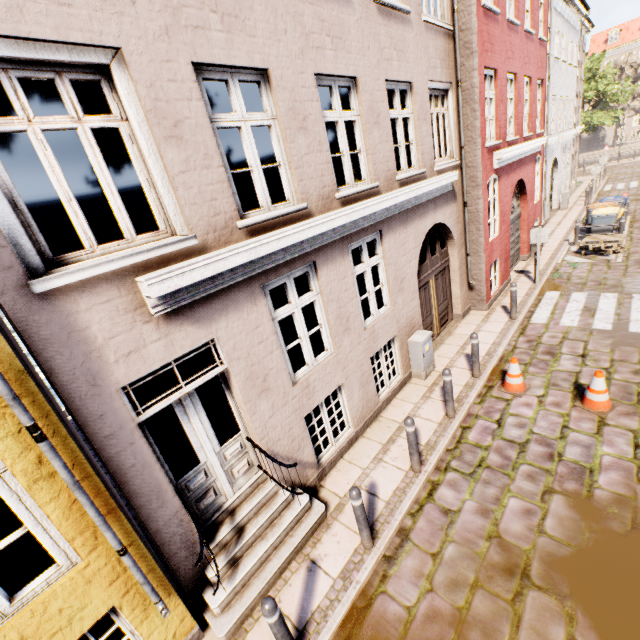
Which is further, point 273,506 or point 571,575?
point 273,506

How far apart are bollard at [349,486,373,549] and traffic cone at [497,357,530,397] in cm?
421

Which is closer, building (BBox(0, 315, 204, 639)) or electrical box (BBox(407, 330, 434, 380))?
building (BBox(0, 315, 204, 639))

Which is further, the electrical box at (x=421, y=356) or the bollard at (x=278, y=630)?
the electrical box at (x=421, y=356)

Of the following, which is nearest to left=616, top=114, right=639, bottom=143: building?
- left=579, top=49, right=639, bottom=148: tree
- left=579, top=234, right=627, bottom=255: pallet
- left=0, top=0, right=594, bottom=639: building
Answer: left=579, top=49, right=639, bottom=148: tree

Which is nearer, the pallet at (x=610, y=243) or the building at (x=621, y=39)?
the pallet at (x=610, y=243)

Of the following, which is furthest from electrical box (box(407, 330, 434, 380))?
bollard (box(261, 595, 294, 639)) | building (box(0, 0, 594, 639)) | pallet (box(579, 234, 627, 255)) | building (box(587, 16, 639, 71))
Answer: building (box(587, 16, 639, 71))

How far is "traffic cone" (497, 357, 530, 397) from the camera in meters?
6.7 m
